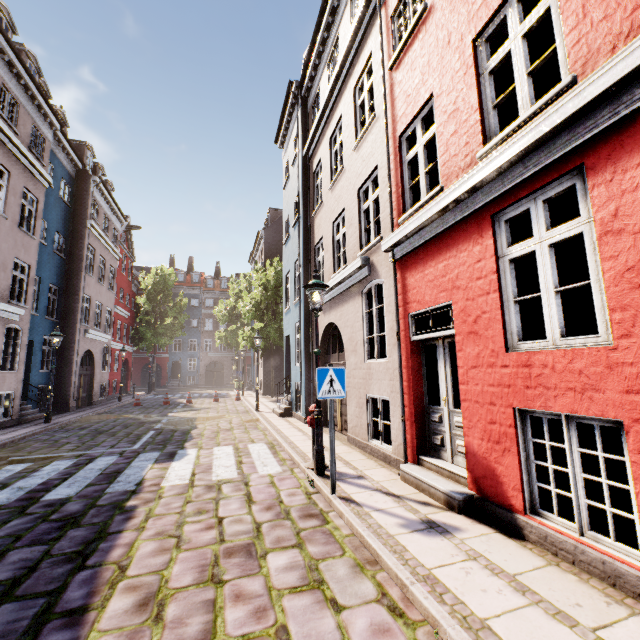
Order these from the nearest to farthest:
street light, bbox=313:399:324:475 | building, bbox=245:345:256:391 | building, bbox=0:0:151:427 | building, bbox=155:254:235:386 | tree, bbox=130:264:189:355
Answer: street light, bbox=313:399:324:475, building, bbox=0:0:151:427, building, bbox=245:345:256:391, tree, bbox=130:264:189:355, building, bbox=155:254:235:386

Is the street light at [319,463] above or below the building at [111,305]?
below

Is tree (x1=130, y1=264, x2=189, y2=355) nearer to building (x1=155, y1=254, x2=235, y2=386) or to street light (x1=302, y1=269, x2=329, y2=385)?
building (x1=155, y1=254, x2=235, y2=386)

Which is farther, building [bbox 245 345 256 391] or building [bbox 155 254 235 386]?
building [bbox 155 254 235 386]

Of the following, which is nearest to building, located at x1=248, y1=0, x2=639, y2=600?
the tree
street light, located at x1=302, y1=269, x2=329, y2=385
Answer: street light, located at x1=302, y1=269, x2=329, y2=385

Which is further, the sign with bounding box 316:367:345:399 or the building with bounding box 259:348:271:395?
the building with bounding box 259:348:271:395

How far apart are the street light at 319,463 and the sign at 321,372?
0.98m

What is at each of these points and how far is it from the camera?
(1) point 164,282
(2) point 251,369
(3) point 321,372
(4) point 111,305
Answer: (1) tree, 34.0 meters
(2) building, 34.1 meters
(3) sign, 5.1 meters
(4) building, 22.9 meters
